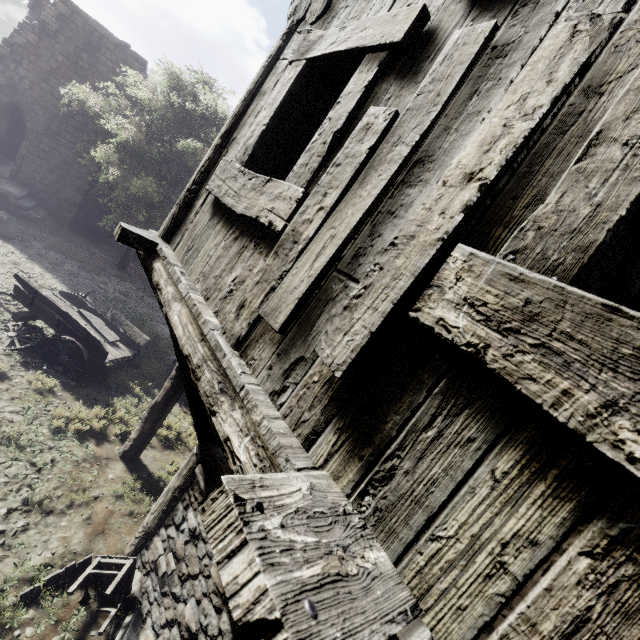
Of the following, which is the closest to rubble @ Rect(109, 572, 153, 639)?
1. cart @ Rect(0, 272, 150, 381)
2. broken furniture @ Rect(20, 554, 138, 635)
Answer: broken furniture @ Rect(20, 554, 138, 635)

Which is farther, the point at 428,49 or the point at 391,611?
the point at 428,49

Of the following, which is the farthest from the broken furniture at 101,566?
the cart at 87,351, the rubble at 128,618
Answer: the cart at 87,351

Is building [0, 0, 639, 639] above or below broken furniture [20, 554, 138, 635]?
above

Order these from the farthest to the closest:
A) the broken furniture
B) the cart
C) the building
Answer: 1. the cart
2. the broken furniture
3. the building

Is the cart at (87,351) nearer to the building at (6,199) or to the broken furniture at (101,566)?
the building at (6,199)

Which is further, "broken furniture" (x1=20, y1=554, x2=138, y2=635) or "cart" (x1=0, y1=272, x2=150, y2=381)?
"cart" (x1=0, y1=272, x2=150, y2=381)

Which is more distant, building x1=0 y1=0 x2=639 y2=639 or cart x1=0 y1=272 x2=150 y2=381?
cart x1=0 y1=272 x2=150 y2=381
